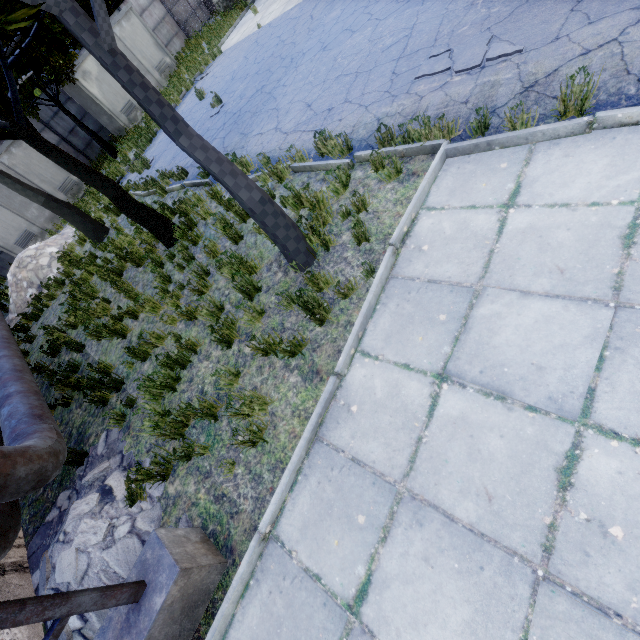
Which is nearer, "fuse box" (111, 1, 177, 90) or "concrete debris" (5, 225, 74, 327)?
"concrete debris" (5, 225, 74, 327)

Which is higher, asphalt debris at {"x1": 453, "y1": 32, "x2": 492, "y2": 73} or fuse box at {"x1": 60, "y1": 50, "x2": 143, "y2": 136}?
fuse box at {"x1": 60, "y1": 50, "x2": 143, "y2": 136}

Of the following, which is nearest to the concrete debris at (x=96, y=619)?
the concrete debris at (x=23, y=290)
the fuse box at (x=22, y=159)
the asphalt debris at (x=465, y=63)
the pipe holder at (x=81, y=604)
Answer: the pipe holder at (x=81, y=604)

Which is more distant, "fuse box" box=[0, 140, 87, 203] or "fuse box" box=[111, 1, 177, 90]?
"fuse box" box=[111, 1, 177, 90]

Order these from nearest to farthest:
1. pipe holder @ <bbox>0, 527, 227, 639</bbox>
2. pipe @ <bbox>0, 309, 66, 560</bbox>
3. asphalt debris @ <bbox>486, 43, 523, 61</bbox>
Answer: pipe holder @ <bbox>0, 527, 227, 639</bbox> < pipe @ <bbox>0, 309, 66, 560</bbox> < asphalt debris @ <bbox>486, 43, 523, 61</bbox>

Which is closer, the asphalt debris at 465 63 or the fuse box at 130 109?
the asphalt debris at 465 63

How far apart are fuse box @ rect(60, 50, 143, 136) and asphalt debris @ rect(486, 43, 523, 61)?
19.0m

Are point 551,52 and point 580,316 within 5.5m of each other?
yes
